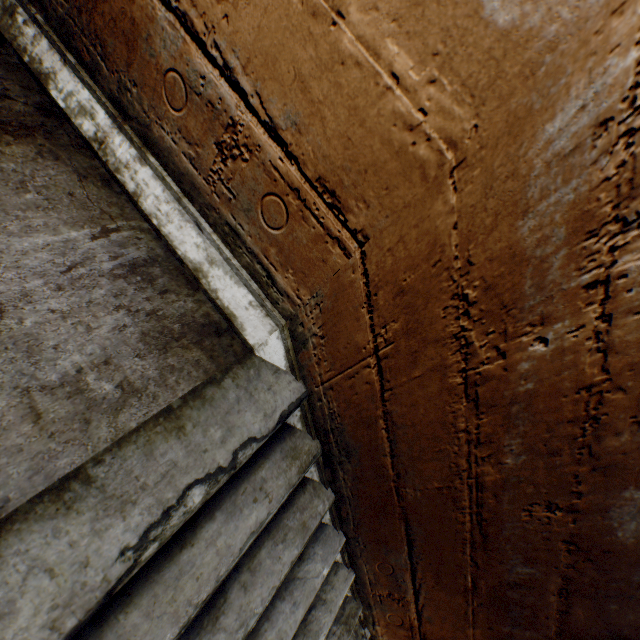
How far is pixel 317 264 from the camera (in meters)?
1.00
